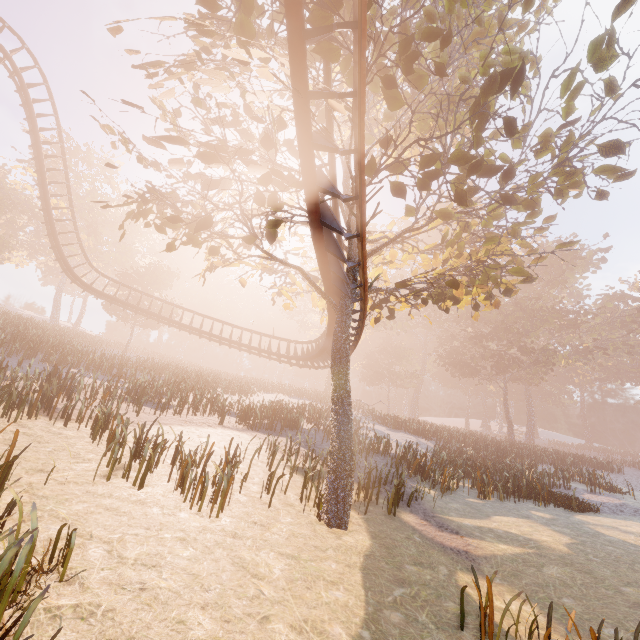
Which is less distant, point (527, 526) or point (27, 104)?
point (527, 526)

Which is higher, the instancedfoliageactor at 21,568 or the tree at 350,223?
the tree at 350,223

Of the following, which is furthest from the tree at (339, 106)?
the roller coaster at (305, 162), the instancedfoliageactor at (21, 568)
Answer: the instancedfoliageactor at (21, 568)

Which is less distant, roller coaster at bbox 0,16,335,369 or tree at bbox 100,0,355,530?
tree at bbox 100,0,355,530

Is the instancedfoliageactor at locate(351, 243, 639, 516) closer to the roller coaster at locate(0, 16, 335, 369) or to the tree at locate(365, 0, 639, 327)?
the tree at locate(365, 0, 639, 327)

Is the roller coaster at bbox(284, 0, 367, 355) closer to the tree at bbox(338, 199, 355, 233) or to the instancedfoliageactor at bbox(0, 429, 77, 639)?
the tree at bbox(338, 199, 355, 233)

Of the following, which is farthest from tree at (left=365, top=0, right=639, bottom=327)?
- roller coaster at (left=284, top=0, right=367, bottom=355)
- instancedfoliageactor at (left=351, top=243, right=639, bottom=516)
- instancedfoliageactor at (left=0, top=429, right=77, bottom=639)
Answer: instancedfoliageactor at (left=351, top=243, right=639, bottom=516)
